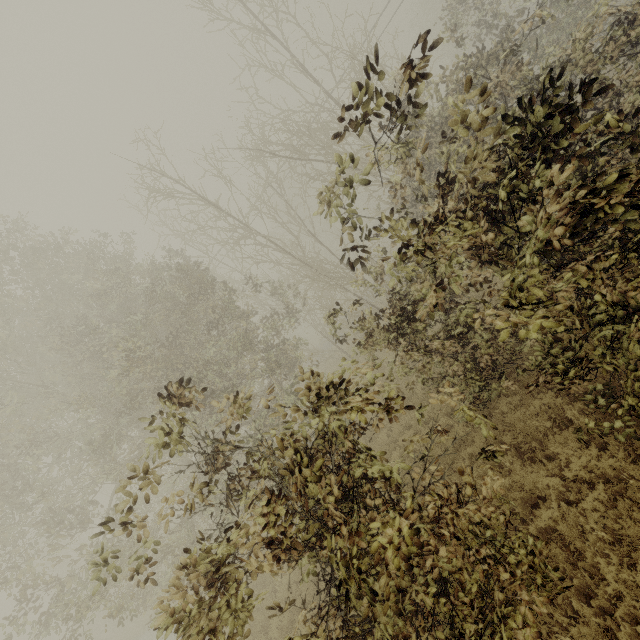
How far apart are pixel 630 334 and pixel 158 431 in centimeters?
522cm
